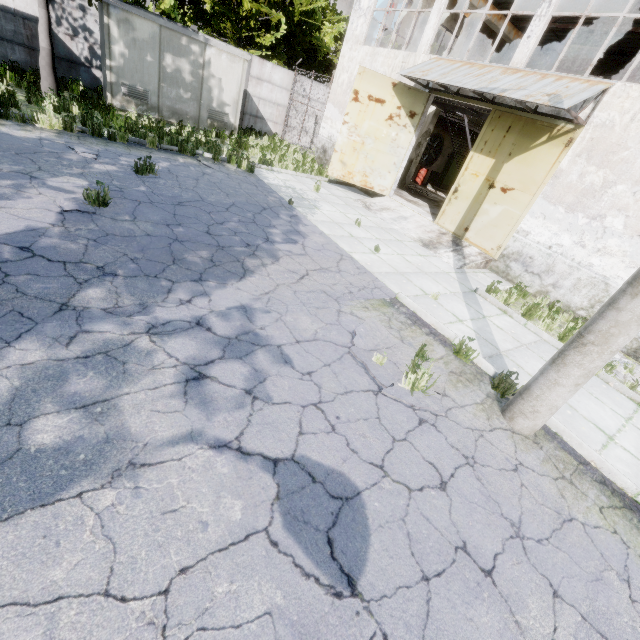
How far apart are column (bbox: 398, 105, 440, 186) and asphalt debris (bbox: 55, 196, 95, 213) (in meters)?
16.38

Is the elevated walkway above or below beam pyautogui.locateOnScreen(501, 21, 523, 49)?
below

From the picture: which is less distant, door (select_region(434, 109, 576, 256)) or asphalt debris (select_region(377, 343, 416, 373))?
asphalt debris (select_region(377, 343, 416, 373))

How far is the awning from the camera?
7.9 meters

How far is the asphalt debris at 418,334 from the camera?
4.7m

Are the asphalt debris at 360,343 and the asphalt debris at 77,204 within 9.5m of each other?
yes

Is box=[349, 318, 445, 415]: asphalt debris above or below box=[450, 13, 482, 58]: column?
below

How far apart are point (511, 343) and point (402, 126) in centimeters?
1006cm
